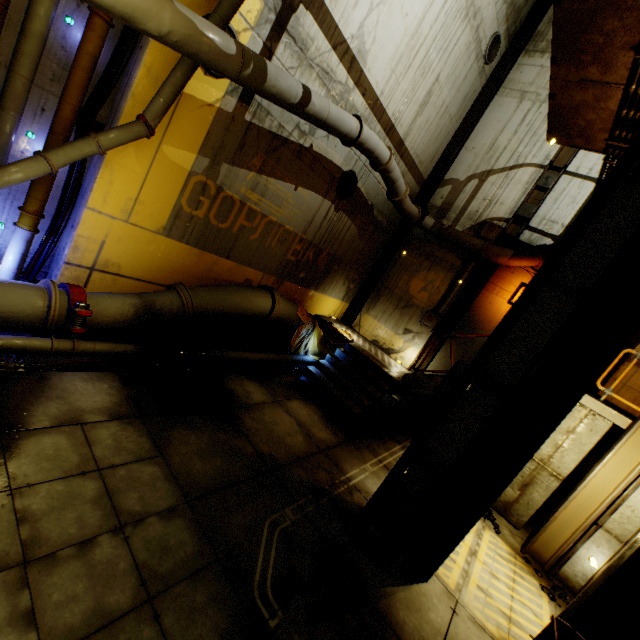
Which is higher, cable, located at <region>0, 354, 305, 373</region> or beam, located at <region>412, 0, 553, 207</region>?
beam, located at <region>412, 0, 553, 207</region>

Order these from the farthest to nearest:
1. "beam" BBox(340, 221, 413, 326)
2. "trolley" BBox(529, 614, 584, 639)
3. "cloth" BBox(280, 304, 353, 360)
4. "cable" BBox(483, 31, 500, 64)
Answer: "beam" BBox(340, 221, 413, 326) < "cable" BBox(483, 31, 500, 64) < "cloth" BBox(280, 304, 353, 360) < "trolley" BBox(529, 614, 584, 639)

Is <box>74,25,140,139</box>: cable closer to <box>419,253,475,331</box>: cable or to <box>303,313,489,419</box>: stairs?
<box>303,313,489,419</box>: stairs

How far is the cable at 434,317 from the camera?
→ 10.94m

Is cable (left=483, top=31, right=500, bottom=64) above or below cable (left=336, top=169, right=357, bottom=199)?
above

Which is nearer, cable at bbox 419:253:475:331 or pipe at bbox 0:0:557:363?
pipe at bbox 0:0:557:363

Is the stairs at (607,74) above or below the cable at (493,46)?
below

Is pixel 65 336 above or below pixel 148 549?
above
